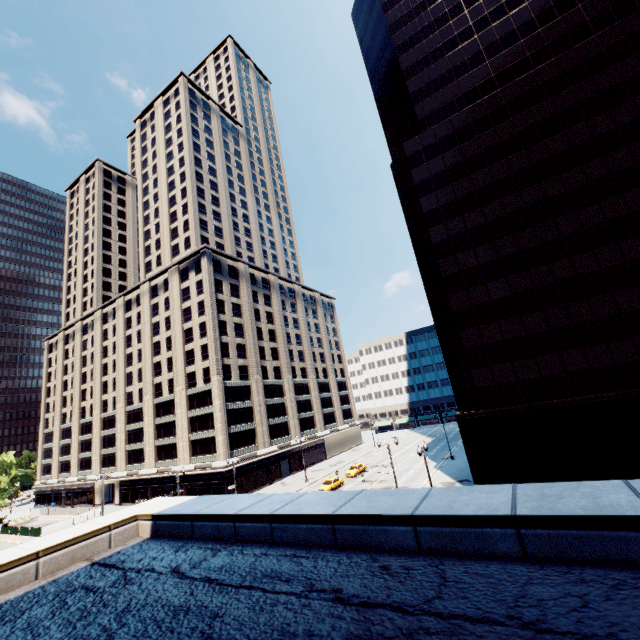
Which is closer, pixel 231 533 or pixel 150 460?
pixel 231 533

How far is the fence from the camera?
50.2m

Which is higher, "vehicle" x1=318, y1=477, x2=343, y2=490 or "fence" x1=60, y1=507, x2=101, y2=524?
"fence" x1=60, y1=507, x2=101, y2=524

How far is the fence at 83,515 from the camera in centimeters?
5019cm

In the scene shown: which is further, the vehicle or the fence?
the fence

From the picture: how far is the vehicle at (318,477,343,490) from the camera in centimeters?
4489cm

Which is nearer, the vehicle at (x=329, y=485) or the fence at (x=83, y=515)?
the vehicle at (x=329, y=485)
